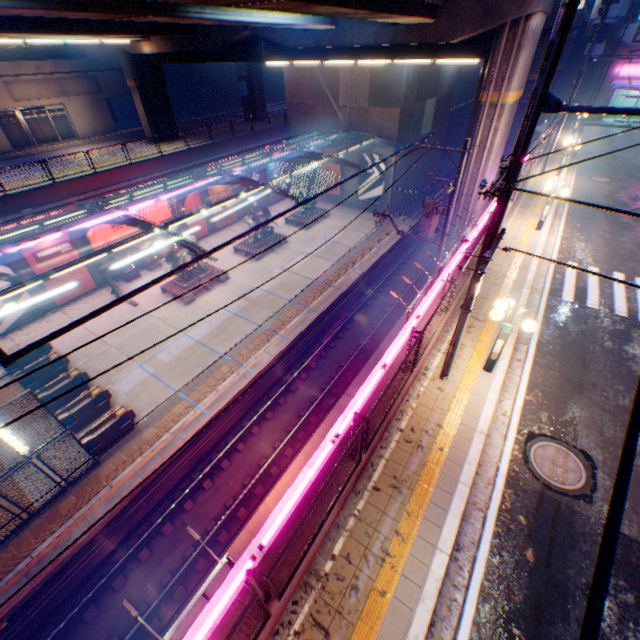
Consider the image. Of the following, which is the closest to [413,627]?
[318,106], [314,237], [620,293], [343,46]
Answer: [620,293]

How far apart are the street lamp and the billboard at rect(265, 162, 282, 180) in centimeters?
3025cm

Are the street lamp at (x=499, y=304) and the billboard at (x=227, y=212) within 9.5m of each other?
no

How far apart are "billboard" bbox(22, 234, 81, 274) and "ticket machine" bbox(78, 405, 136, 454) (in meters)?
12.16

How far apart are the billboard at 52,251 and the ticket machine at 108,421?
12.16m

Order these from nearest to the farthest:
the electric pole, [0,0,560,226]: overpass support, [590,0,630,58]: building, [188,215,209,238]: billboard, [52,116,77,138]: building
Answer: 1. [0,0,560,226]: overpass support
2. the electric pole
3. [188,215,209,238]: billboard
4. [590,0,630,58]: building
5. [52,116,77,138]: building

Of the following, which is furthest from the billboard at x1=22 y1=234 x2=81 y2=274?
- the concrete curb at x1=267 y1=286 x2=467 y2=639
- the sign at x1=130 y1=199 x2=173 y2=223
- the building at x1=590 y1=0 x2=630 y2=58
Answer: the building at x1=590 y1=0 x2=630 y2=58

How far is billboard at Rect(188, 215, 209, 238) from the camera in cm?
2767
